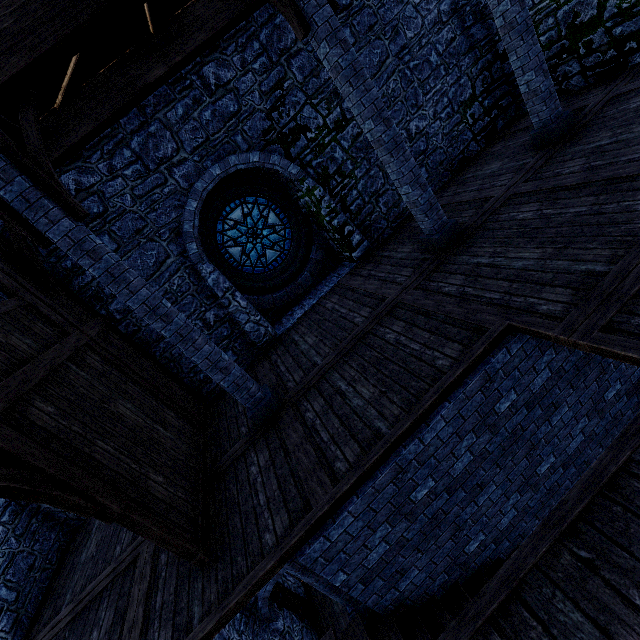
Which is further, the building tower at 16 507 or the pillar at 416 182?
the building tower at 16 507

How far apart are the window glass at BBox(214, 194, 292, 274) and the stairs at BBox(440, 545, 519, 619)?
7.5m

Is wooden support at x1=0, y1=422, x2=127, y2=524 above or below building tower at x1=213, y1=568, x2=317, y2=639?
above

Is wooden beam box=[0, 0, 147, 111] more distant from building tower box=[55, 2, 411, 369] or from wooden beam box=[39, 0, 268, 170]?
wooden beam box=[39, 0, 268, 170]

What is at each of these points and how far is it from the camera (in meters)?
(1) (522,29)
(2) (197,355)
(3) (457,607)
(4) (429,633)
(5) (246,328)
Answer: (1) pillar, 5.64
(2) pillar, 5.03
(3) stairs, 4.27
(4) stairs, 4.01
(5) building tower, 7.77

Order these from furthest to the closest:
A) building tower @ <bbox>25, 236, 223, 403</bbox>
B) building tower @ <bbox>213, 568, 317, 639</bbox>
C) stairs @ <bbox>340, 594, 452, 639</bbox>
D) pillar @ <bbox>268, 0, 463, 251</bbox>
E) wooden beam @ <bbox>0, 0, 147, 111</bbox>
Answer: building tower @ <bbox>213, 568, 317, 639</bbox>, building tower @ <bbox>25, 236, 223, 403</bbox>, pillar @ <bbox>268, 0, 463, 251</bbox>, stairs @ <bbox>340, 594, 452, 639</bbox>, wooden beam @ <bbox>0, 0, 147, 111</bbox>

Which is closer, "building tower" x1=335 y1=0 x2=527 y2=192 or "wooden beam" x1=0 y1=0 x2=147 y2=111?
"wooden beam" x1=0 y1=0 x2=147 y2=111

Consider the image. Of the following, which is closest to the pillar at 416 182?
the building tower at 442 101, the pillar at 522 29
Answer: the pillar at 522 29
